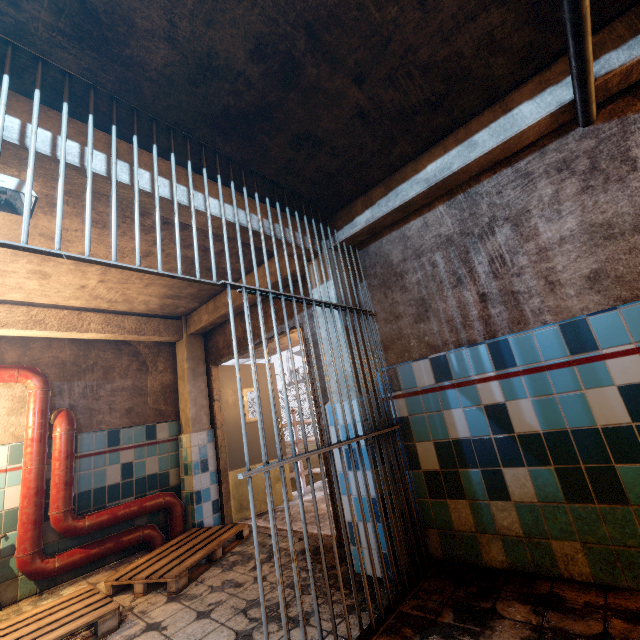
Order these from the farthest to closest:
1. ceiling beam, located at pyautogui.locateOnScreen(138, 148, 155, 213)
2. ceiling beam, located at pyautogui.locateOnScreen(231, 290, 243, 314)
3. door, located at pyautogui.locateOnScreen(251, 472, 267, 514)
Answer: door, located at pyautogui.locateOnScreen(251, 472, 267, 514)
ceiling beam, located at pyautogui.locateOnScreen(231, 290, 243, 314)
ceiling beam, located at pyautogui.locateOnScreen(138, 148, 155, 213)

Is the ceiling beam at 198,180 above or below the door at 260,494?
above

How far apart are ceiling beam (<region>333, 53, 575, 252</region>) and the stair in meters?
2.7 m

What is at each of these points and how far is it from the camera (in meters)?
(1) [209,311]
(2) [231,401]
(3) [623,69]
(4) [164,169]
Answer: (1) ceiling beam, 4.49
(2) door, 4.89
(3) ceiling beam, 1.76
(4) ceiling beam, 2.04

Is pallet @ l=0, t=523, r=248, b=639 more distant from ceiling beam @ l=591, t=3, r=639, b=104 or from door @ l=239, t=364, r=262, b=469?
ceiling beam @ l=591, t=3, r=639, b=104

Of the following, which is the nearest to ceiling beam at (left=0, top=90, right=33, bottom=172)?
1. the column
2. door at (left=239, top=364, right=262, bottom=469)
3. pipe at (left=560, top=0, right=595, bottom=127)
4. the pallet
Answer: the column

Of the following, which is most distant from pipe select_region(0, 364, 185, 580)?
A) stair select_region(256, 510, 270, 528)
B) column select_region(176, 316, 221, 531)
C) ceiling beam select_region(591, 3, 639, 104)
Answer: ceiling beam select_region(591, 3, 639, 104)

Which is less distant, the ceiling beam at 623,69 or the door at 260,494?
the ceiling beam at 623,69
